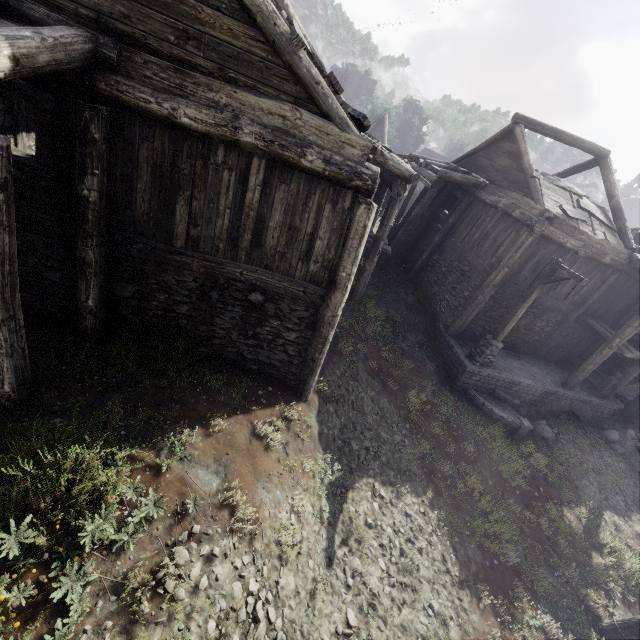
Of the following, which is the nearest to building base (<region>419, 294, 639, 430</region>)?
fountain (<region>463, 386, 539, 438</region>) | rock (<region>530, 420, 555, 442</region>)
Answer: fountain (<region>463, 386, 539, 438</region>)

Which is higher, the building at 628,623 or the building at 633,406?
the building at 633,406

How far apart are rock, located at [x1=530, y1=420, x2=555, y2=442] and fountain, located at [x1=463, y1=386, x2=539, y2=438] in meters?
0.3

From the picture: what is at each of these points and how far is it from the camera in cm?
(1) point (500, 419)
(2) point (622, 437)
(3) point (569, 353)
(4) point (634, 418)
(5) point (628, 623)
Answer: (1) fountain, 1233
(2) rubble, 1495
(3) building, 1623
(4) building base, 1584
(5) building, 805

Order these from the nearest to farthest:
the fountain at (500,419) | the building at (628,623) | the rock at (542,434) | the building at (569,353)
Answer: the building at (569,353)
the building at (628,623)
the fountain at (500,419)
the rock at (542,434)

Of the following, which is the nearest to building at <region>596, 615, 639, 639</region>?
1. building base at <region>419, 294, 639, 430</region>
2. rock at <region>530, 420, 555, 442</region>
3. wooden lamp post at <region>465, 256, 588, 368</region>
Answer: building base at <region>419, 294, 639, 430</region>

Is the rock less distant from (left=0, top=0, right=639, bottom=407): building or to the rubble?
(left=0, top=0, right=639, bottom=407): building

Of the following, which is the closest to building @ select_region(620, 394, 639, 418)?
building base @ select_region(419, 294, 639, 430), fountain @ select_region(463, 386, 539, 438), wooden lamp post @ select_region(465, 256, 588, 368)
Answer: building base @ select_region(419, 294, 639, 430)
